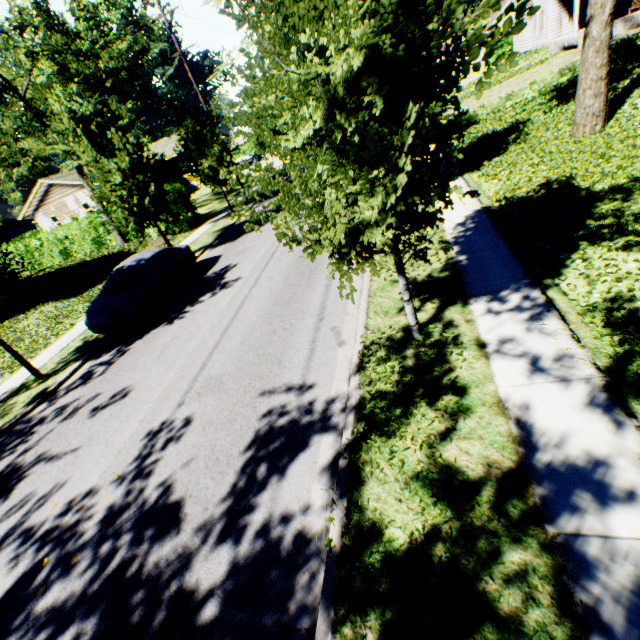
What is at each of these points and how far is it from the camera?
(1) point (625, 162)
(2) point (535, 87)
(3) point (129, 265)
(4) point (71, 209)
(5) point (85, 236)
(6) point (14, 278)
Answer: (1) plant, 7.7m
(2) hedge, 16.7m
(3) car, 11.5m
(4) house, 33.8m
(5) hedge, 24.3m
(6) tree, 9.2m

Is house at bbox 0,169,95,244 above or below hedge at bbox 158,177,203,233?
above

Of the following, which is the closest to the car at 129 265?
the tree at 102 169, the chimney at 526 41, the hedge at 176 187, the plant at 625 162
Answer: the tree at 102 169

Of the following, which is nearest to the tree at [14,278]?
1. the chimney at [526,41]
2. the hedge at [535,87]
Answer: the hedge at [535,87]

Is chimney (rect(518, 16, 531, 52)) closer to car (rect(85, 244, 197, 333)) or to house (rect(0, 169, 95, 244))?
house (rect(0, 169, 95, 244))

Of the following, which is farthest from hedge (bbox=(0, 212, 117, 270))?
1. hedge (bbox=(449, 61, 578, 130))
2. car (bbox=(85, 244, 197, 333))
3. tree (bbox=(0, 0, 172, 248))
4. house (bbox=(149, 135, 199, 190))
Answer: hedge (bbox=(449, 61, 578, 130))

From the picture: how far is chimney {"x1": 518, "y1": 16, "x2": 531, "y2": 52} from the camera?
30.0 meters

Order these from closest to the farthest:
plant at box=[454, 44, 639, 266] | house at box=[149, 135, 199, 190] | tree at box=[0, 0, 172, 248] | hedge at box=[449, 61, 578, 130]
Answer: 1. plant at box=[454, 44, 639, 266]
2. tree at box=[0, 0, 172, 248]
3. hedge at box=[449, 61, 578, 130]
4. house at box=[149, 135, 199, 190]
